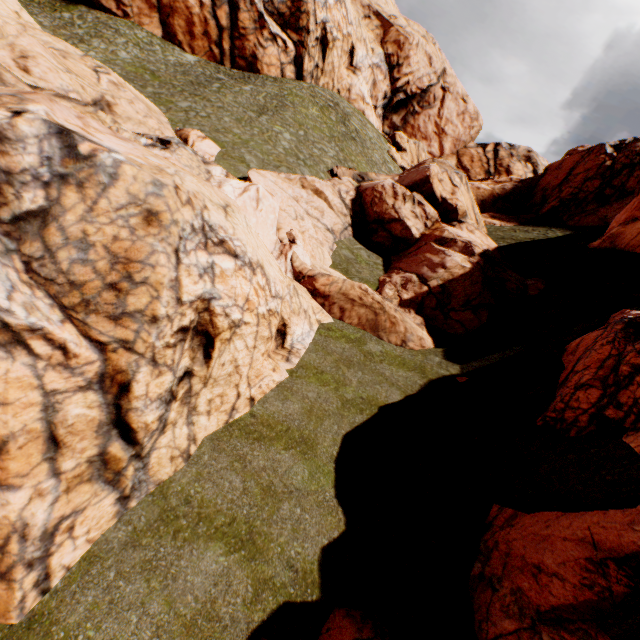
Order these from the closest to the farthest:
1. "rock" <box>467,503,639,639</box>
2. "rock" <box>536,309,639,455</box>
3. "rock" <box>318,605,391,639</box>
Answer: "rock" <box>467,503,639,639</box> → "rock" <box>318,605,391,639</box> → "rock" <box>536,309,639,455</box>

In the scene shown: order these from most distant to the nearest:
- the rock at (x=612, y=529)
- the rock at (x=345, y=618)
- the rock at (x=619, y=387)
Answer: the rock at (x=619, y=387) < the rock at (x=345, y=618) < the rock at (x=612, y=529)

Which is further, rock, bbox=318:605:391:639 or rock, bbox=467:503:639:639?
rock, bbox=318:605:391:639

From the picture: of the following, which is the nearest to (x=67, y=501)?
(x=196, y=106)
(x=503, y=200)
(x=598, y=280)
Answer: (x=598, y=280)

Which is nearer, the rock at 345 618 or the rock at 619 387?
the rock at 345 618
